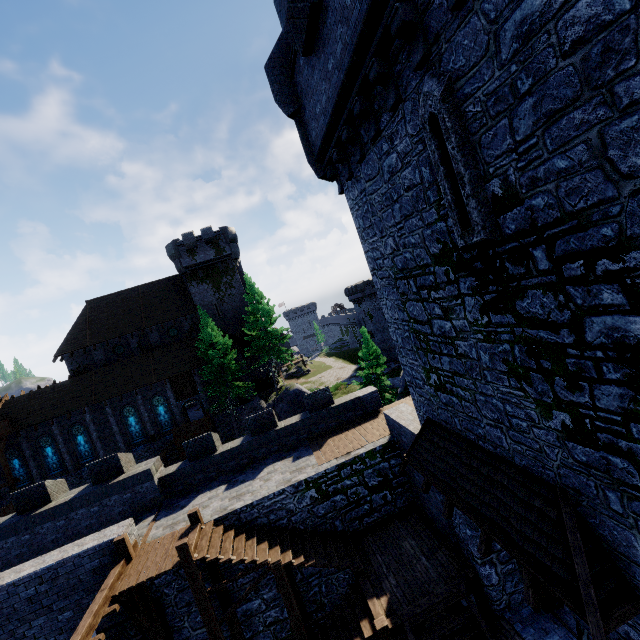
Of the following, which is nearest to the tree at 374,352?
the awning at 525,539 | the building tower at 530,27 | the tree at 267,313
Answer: the tree at 267,313

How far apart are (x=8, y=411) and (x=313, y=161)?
40.5 meters

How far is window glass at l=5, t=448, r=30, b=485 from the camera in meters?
31.4 m

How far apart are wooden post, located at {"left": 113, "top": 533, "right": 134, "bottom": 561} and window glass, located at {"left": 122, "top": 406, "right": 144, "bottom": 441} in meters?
26.5

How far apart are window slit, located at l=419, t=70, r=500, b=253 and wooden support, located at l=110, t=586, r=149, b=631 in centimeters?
1282cm

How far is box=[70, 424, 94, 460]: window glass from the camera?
32.5m

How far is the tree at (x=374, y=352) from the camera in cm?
3547

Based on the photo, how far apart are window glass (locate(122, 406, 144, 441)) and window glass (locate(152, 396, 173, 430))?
1.5m
